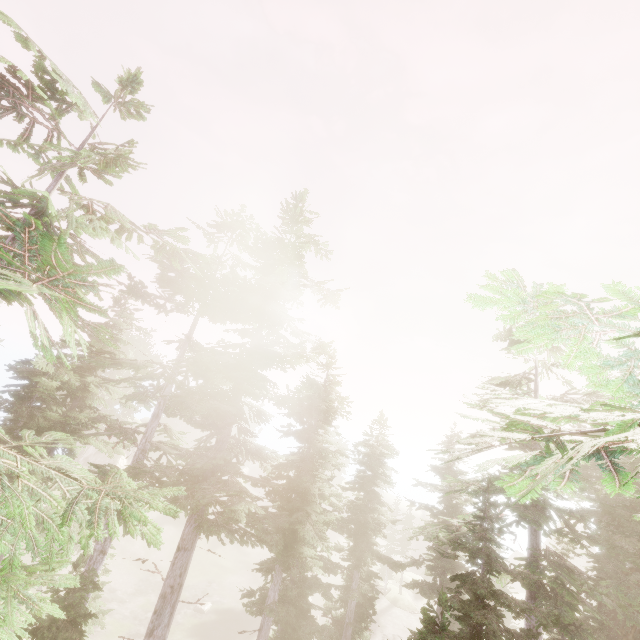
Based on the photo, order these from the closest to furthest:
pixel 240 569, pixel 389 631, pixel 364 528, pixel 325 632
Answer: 1. pixel 325 632
2. pixel 364 528
3. pixel 389 631
4. pixel 240 569

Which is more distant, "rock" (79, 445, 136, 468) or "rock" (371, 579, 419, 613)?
"rock" (79, 445, 136, 468)

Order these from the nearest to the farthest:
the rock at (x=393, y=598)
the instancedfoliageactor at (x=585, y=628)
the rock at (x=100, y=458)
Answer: the instancedfoliageactor at (x=585, y=628) → the rock at (x=393, y=598) → the rock at (x=100, y=458)

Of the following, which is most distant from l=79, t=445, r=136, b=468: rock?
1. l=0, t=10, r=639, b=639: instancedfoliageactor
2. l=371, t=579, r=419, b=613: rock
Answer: l=371, t=579, r=419, b=613: rock

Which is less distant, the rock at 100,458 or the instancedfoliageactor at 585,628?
the instancedfoliageactor at 585,628

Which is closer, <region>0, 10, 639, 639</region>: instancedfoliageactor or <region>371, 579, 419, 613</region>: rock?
<region>0, 10, 639, 639</region>: instancedfoliageactor

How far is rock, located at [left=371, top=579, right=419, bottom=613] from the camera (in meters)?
40.47
